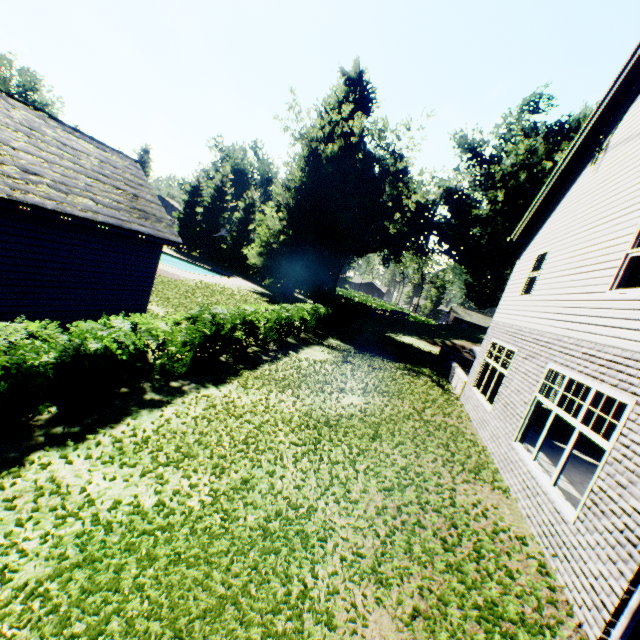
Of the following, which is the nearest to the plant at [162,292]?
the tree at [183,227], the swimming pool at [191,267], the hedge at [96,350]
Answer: the tree at [183,227]

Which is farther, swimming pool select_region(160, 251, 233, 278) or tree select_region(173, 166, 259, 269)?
tree select_region(173, 166, 259, 269)

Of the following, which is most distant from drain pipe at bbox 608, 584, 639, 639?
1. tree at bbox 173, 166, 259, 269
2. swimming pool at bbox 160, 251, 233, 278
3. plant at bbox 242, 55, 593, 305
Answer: swimming pool at bbox 160, 251, 233, 278

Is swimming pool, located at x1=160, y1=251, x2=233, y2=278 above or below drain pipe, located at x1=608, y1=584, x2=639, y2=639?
below

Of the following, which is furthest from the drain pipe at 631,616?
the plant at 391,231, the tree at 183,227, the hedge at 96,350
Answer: the plant at 391,231

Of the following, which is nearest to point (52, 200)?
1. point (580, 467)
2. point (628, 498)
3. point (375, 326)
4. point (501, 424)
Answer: point (628, 498)

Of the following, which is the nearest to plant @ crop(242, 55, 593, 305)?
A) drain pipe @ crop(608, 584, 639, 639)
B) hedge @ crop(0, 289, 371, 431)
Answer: hedge @ crop(0, 289, 371, 431)

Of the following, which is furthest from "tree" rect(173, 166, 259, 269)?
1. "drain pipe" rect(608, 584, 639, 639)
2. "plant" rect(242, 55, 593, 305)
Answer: "drain pipe" rect(608, 584, 639, 639)
